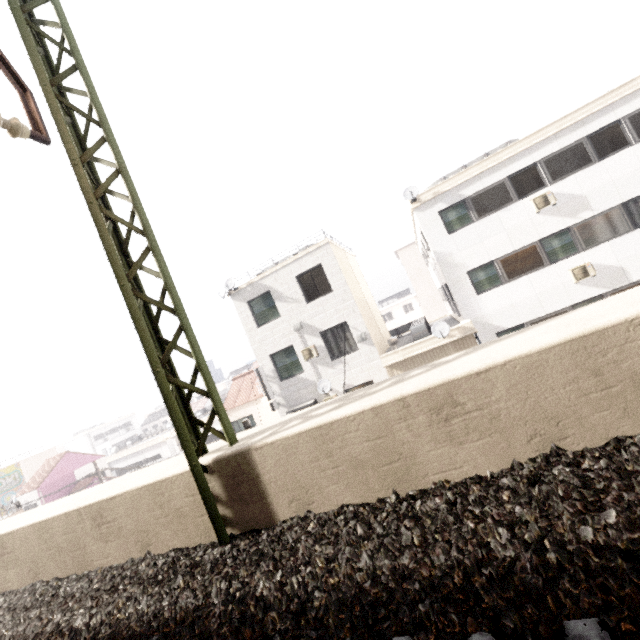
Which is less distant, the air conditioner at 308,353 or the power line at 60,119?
the power line at 60,119

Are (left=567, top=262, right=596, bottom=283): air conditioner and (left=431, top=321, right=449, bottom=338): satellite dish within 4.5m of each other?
no

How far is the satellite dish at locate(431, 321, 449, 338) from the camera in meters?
13.1

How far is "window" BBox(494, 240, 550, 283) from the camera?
13.4m

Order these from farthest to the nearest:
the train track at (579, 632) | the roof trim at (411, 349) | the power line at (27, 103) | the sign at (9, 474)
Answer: the sign at (9, 474)
the roof trim at (411, 349)
the power line at (27, 103)
the train track at (579, 632)

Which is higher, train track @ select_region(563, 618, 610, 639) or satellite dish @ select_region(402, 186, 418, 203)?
satellite dish @ select_region(402, 186, 418, 203)

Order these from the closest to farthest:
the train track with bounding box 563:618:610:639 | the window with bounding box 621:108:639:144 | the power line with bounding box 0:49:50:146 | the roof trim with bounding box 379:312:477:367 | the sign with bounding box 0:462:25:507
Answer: the train track with bounding box 563:618:610:639, the power line with bounding box 0:49:50:146, the window with bounding box 621:108:639:144, the roof trim with bounding box 379:312:477:367, the sign with bounding box 0:462:25:507

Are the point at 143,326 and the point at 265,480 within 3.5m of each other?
yes
